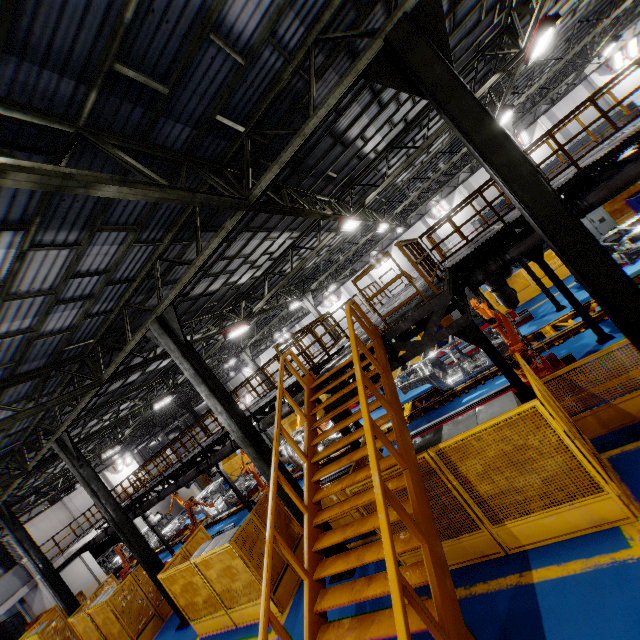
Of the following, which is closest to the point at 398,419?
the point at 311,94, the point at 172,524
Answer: the point at 311,94

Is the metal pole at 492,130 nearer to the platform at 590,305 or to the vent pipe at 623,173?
the vent pipe at 623,173

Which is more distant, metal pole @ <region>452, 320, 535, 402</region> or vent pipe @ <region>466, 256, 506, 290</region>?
vent pipe @ <region>466, 256, 506, 290</region>

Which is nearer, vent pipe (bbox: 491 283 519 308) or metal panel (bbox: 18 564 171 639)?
vent pipe (bbox: 491 283 519 308)

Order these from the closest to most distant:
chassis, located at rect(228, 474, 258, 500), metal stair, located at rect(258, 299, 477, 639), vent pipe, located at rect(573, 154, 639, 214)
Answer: metal stair, located at rect(258, 299, 477, 639)
vent pipe, located at rect(573, 154, 639, 214)
chassis, located at rect(228, 474, 258, 500)

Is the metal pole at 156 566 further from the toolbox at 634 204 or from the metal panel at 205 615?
the toolbox at 634 204

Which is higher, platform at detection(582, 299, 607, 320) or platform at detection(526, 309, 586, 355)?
platform at detection(582, 299, 607, 320)

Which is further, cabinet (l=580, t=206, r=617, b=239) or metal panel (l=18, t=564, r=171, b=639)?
cabinet (l=580, t=206, r=617, b=239)
